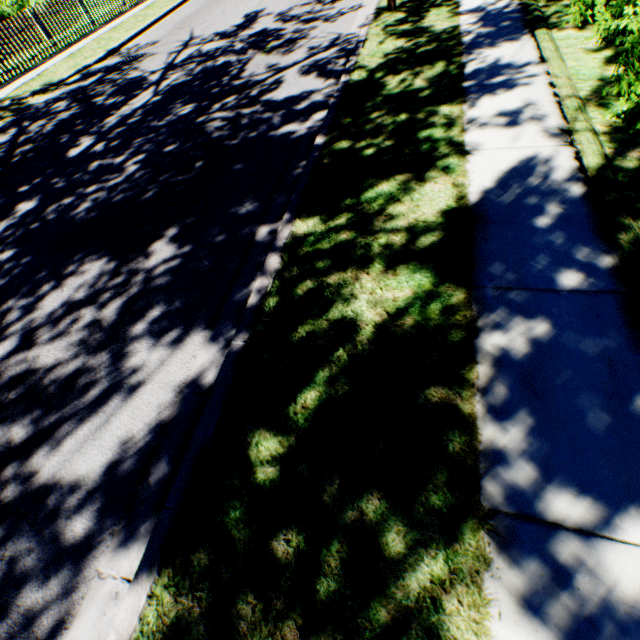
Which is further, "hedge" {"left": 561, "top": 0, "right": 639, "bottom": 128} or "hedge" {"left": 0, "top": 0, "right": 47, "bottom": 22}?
"hedge" {"left": 0, "top": 0, "right": 47, "bottom": 22}

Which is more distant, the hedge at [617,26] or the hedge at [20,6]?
the hedge at [20,6]

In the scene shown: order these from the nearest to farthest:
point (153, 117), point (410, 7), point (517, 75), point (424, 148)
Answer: point (424, 148) → point (517, 75) → point (153, 117) → point (410, 7)
